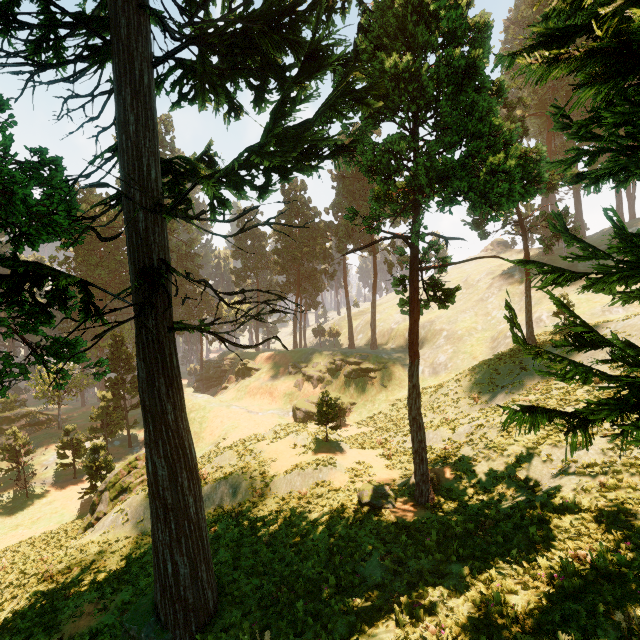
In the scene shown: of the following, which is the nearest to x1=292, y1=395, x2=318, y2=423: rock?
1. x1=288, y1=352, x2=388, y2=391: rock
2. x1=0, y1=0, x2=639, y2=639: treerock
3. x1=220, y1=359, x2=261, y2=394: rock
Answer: x1=288, y1=352, x2=388, y2=391: rock

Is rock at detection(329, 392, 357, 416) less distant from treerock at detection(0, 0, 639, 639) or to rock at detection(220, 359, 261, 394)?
rock at detection(220, 359, 261, 394)

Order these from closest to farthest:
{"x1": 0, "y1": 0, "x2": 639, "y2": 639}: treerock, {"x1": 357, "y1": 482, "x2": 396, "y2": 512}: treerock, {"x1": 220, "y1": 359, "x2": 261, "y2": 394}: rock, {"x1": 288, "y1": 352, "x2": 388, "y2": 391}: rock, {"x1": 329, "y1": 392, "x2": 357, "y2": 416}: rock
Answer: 1. {"x1": 0, "y1": 0, "x2": 639, "y2": 639}: treerock
2. {"x1": 357, "y1": 482, "x2": 396, "y2": 512}: treerock
3. {"x1": 329, "y1": 392, "x2": 357, "y2": 416}: rock
4. {"x1": 288, "y1": 352, "x2": 388, "y2": 391}: rock
5. {"x1": 220, "y1": 359, "x2": 261, "y2": 394}: rock

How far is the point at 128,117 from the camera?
11.12m

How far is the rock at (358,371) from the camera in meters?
42.5

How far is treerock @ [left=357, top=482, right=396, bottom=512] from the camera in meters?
14.2 m

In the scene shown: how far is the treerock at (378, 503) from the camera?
14.2m

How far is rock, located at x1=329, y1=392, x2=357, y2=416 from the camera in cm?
4022
